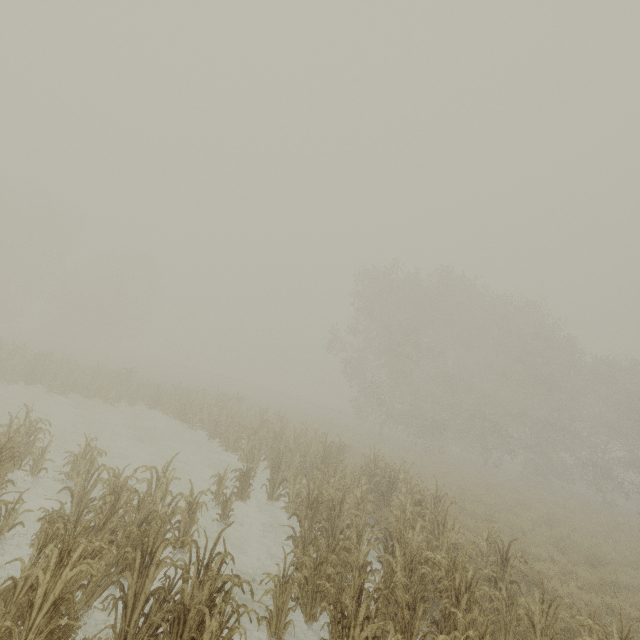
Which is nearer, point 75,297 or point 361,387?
point 361,387

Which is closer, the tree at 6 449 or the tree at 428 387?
the tree at 428 387

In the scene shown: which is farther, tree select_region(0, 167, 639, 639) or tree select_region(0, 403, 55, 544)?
tree select_region(0, 403, 55, 544)
